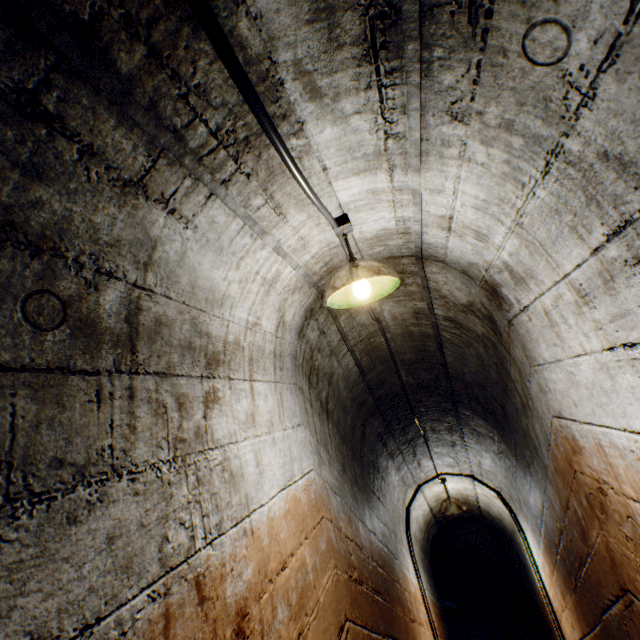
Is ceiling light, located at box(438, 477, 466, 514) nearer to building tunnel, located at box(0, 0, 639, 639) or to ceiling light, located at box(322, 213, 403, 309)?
building tunnel, located at box(0, 0, 639, 639)

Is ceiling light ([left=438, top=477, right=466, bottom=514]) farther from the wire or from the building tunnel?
the wire

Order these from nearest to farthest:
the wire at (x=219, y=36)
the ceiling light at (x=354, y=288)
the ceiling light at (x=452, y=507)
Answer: the wire at (x=219, y=36) → the ceiling light at (x=354, y=288) → the ceiling light at (x=452, y=507)

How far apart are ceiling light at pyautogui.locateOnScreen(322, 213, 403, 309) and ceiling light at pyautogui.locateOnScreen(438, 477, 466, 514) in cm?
464

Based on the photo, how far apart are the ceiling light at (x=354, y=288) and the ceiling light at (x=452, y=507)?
4.6m

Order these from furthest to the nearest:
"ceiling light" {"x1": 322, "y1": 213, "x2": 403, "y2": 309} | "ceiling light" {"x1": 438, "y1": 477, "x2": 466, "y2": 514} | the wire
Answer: "ceiling light" {"x1": 438, "y1": 477, "x2": 466, "y2": 514}
"ceiling light" {"x1": 322, "y1": 213, "x2": 403, "y2": 309}
the wire

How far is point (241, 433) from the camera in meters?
1.7 m

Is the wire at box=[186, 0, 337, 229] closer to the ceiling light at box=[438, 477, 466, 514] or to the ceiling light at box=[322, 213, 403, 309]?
the ceiling light at box=[322, 213, 403, 309]
